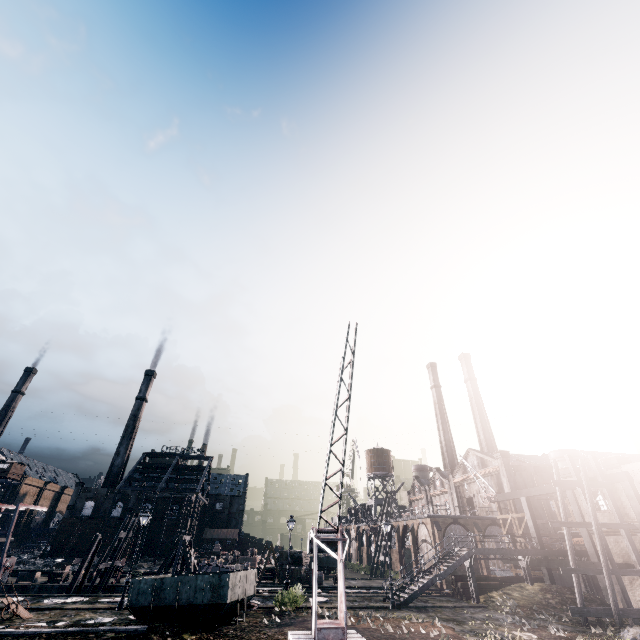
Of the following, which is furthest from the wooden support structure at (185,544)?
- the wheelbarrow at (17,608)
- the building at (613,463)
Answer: the building at (613,463)

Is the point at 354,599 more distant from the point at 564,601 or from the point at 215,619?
the point at 215,619

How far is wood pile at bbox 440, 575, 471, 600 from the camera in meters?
29.2

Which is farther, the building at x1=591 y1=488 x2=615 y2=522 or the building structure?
the building at x1=591 y1=488 x2=615 y2=522

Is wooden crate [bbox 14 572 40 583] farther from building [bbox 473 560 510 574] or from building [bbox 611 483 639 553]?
building [bbox 611 483 639 553]

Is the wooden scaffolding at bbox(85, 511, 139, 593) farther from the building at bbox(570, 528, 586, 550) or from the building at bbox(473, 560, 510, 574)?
the building at bbox(570, 528, 586, 550)

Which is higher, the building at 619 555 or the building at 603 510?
the building at 603 510

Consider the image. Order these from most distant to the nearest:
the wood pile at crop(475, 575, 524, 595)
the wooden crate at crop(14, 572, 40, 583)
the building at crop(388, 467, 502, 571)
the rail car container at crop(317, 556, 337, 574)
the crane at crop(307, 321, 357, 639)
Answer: the rail car container at crop(317, 556, 337, 574)
the building at crop(388, 467, 502, 571)
the wooden crate at crop(14, 572, 40, 583)
the wood pile at crop(475, 575, 524, 595)
the crane at crop(307, 321, 357, 639)
